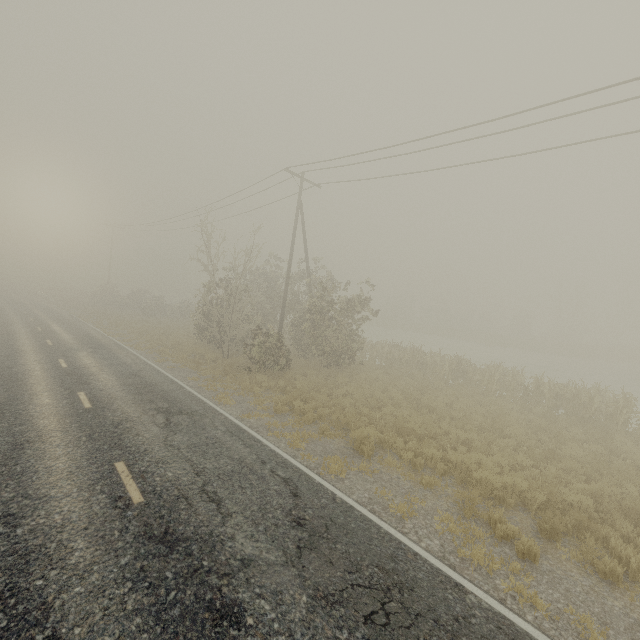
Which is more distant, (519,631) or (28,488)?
(28,488)
